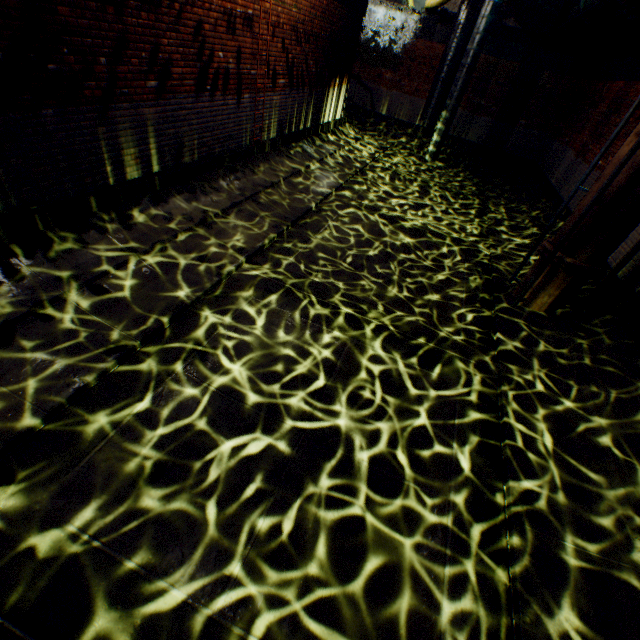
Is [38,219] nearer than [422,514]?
No

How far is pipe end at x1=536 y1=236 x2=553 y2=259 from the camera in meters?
6.3

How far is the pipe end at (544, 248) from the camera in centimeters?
632cm

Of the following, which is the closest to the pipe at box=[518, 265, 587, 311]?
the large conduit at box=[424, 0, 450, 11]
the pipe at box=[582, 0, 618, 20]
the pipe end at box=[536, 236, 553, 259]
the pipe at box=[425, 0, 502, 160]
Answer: the pipe end at box=[536, 236, 553, 259]

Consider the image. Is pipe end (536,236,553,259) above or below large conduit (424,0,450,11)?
below

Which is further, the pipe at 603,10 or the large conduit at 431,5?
the large conduit at 431,5

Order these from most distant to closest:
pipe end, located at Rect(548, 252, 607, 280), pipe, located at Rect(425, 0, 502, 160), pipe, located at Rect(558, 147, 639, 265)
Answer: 1. pipe, located at Rect(425, 0, 502, 160)
2. pipe end, located at Rect(548, 252, 607, 280)
3. pipe, located at Rect(558, 147, 639, 265)
